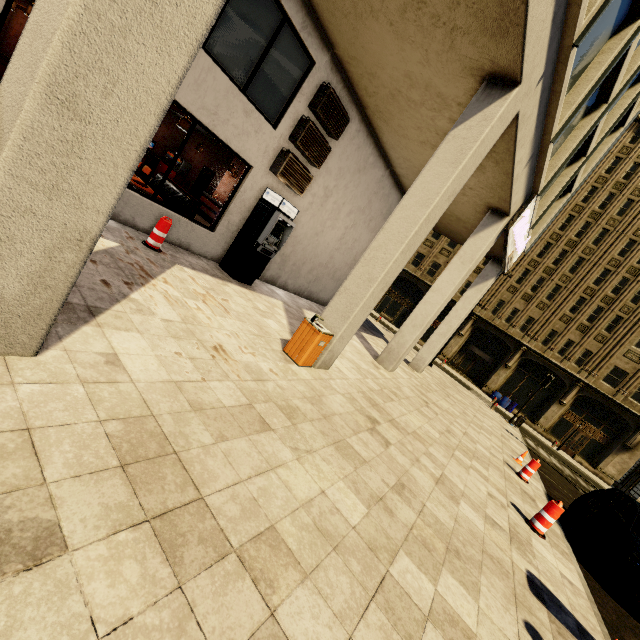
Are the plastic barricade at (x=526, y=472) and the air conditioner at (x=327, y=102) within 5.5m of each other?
no

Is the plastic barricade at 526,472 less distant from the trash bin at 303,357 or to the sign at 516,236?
the sign at 516,236

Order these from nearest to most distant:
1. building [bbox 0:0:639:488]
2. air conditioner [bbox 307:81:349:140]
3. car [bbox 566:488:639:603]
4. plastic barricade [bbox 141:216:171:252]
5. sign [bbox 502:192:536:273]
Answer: building [bbox 0:0:639:488], car [bbox 566:488:639:603], plastic barricade [bbox 141:216:171:252], air conditioner [bbox 307:81:349:140], sign [bbox 502:192:536:273]

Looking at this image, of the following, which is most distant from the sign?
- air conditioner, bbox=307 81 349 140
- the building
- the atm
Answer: the atm

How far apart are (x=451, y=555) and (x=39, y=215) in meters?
4.9

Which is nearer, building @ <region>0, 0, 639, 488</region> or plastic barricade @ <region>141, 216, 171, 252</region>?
building @ <region>0, 0, 639, 488</region>

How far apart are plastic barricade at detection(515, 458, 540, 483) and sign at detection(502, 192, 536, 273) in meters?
6.6 m

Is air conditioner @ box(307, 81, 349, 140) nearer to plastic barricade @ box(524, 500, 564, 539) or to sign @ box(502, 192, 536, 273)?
sign @ box(502, 192, 536, 273)
